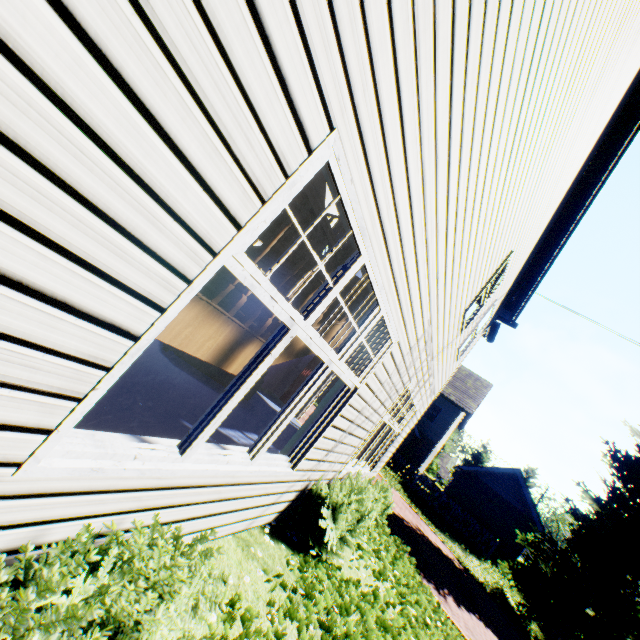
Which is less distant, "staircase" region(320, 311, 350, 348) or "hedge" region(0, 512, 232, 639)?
"hedge" region(0, 512, 232, 639)

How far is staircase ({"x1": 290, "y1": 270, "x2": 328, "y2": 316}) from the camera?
2.4m

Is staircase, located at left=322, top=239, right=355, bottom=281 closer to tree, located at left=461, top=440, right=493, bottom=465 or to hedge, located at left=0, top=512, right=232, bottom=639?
hedge, located at left=0, top=512, right=232, bottom=639

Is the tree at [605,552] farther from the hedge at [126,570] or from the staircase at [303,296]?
the staircase at [303,296]

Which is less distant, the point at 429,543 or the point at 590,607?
the point at 429,543

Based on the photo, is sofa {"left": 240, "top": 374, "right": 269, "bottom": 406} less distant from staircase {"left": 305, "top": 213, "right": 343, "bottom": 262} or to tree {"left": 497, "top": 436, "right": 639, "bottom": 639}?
staircase {"left": 305, "top": 213, "right": 343, "bottom": 262}

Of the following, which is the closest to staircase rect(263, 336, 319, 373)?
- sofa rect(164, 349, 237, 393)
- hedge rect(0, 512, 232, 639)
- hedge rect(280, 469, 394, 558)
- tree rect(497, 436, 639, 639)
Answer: hedge rect(0, 512, 232, 639)

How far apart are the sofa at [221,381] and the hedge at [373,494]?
3.20m
